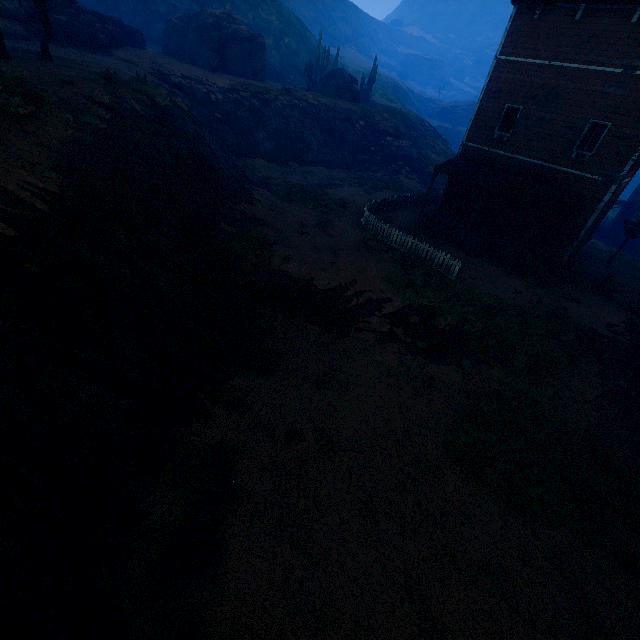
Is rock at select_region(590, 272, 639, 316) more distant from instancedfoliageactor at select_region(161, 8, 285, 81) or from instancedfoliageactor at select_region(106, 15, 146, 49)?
instancedfoliageactor at select_region(106, 15, 146, 49)

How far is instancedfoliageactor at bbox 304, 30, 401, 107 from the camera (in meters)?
38.34

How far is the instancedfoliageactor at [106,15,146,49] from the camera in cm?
2916

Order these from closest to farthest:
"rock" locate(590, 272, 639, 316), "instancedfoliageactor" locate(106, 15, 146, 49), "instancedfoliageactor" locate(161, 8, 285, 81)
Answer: "rock" locate(590, 272, 639, 316)
"instancedfoliageactor" locate(106, 15, 146, 49)
"instancedfoliageactor" locate(161, 8, 285, 81)

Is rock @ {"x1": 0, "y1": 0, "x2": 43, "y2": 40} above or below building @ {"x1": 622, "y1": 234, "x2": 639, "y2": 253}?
above

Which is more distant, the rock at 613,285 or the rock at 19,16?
the rock at 19,16

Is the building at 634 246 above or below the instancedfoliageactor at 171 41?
below

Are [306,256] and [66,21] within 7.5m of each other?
no
